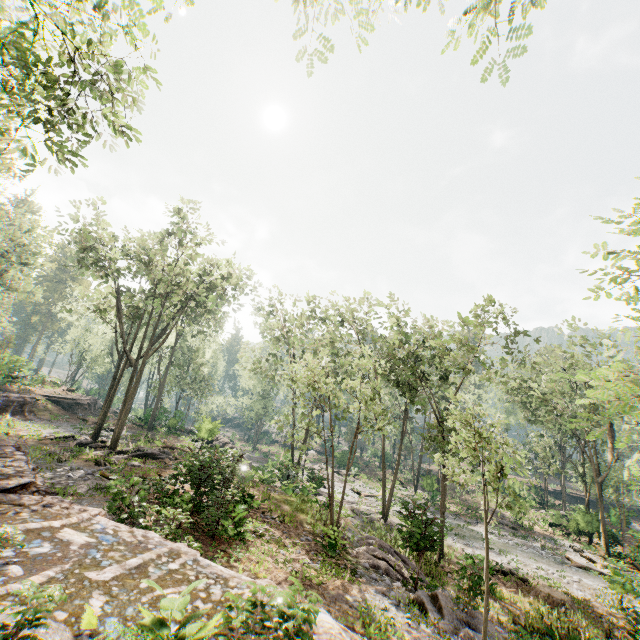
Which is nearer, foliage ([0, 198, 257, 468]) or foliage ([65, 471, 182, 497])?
foliage ([65, 471, 182, 497])

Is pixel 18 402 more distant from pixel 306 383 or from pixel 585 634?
pixel 585 634

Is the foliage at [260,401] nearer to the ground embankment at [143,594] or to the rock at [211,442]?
the rock at [211,442]

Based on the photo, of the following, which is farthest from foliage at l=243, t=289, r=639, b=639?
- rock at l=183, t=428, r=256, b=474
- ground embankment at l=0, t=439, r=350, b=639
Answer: ground embankment at l=0, t=439, r=350, b=639

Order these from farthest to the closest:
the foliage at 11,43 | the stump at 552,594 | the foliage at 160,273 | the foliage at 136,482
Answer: the foliage at 160,273, the stump at 552,594, the foliage at 136,482, the foliage at 11,43

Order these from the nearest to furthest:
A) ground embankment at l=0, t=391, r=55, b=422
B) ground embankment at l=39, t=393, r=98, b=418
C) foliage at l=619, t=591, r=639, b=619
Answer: foliage at l=619, t=591, r=639, b=619 < ground embankment at l=0, t=391, r=55, b=422 < ground embankment at l=39, t=393, r=98, b=418

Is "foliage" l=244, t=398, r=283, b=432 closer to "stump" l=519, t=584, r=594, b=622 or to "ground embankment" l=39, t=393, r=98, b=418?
"ground embankment" l=39, t=393, r=98, b=418
